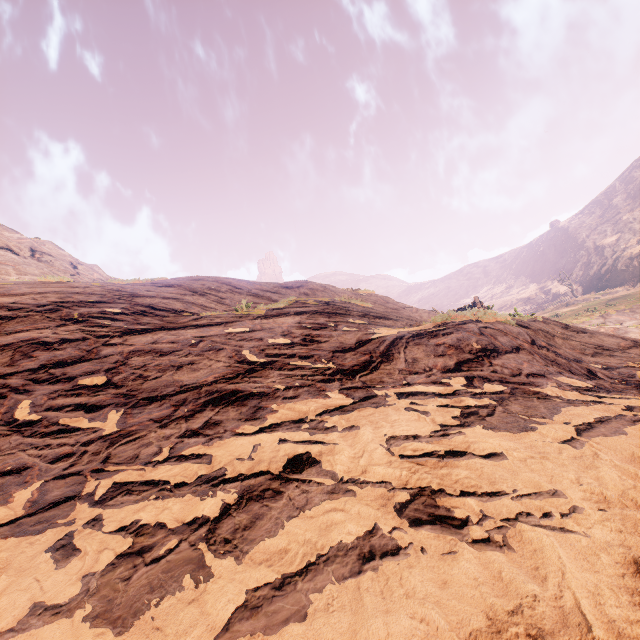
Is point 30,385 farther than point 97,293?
No
